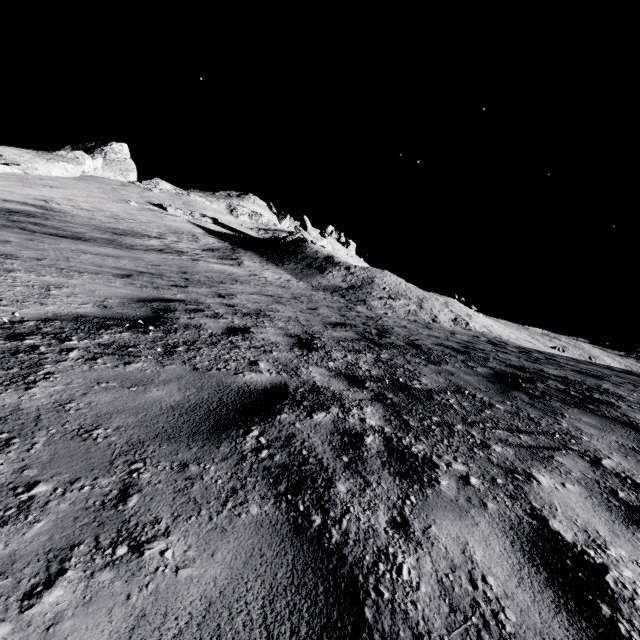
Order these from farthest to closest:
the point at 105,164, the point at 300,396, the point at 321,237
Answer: the point at 105,164 < the point at 321,237 < the point at 300,396
